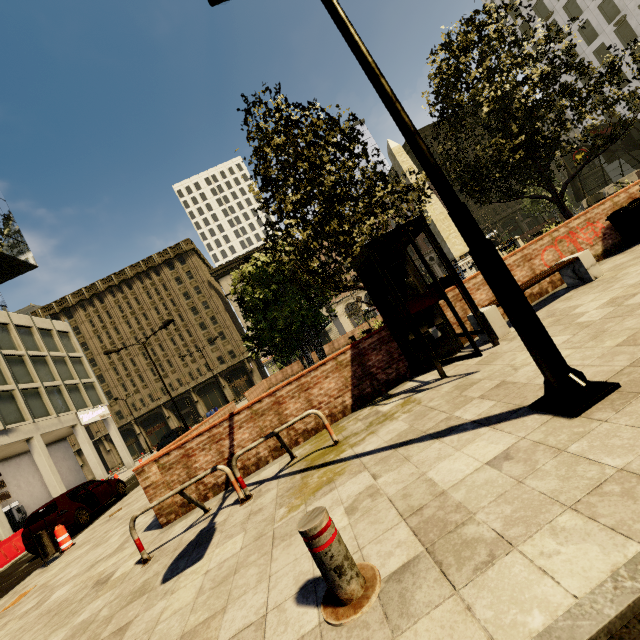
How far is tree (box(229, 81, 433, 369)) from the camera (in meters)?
7.50

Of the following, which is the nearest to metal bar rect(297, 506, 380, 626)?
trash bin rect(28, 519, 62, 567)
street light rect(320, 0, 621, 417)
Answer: street light rect(320, 0, 621, 417)

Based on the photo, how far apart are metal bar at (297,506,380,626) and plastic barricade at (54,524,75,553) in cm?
1092

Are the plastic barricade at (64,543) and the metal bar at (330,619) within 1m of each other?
no

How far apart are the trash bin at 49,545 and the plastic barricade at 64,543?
0.24m

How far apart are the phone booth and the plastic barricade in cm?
1084

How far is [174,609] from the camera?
3.2 meters

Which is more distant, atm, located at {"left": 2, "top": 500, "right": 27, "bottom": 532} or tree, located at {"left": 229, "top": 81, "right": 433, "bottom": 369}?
atm, located at {"left": 2, "top": 500, "right": 27, "bottom": 532}
